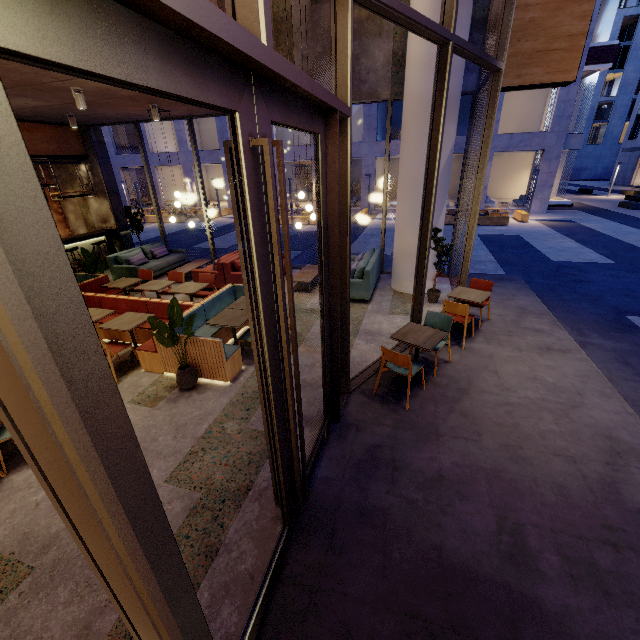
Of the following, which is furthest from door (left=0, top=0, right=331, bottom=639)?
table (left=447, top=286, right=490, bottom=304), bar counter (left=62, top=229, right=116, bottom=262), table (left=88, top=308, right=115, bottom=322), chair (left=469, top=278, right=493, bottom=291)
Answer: bar counter (left=62, top=229, right=116, bottom=262)

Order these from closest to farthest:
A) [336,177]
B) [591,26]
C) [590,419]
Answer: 1. [336,177]
2. [590,419]
3. [591,26]

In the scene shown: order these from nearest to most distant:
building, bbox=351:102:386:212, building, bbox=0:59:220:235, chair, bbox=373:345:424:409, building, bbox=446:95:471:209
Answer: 1. chair, bbox=373:345:424:409
2. building, bbox=0:59:220:235
3. building, bbox=446:95:471:209
4. building, bbox=351:102:386:212

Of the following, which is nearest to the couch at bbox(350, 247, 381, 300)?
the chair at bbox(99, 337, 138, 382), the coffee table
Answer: the coffee table

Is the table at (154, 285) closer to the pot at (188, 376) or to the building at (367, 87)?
the building at (367, 87)

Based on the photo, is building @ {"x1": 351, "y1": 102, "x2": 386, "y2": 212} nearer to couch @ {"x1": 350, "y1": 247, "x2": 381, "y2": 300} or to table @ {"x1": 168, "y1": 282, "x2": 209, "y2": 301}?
couch @ {"x1": 350, "y1": 247, "x2": 381, "y2": 300}

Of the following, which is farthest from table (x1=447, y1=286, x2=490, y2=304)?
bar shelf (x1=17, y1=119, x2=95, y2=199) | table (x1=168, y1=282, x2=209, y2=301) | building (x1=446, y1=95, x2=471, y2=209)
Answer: building (x1=446, y1=95, x2=471, y2=209)

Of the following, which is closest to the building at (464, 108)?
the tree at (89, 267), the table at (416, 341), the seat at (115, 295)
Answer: the tree at (89, 267)
